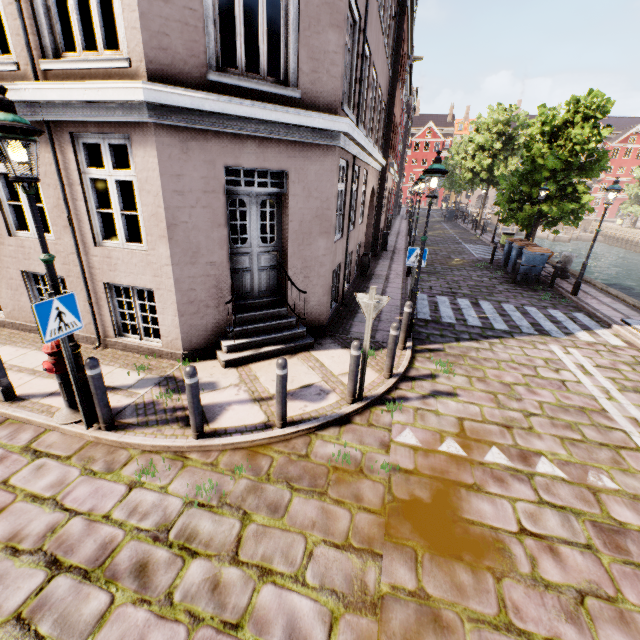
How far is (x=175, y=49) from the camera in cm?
448

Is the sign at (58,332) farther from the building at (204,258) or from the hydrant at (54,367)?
the building at (204,258)

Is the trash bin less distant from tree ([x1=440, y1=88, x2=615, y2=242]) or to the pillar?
the pillar

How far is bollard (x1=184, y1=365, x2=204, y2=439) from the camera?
3.98m

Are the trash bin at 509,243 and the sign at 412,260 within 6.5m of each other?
no

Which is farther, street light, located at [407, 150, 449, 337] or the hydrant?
street light, located at [407, 150, 449, 337]

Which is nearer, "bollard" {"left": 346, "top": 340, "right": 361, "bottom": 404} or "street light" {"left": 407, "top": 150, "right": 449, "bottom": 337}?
"bollard" {"left": 346, "top": 340, "right": 361, "bottom": 404}

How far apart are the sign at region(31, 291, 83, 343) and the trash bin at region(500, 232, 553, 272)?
15.9 meters
